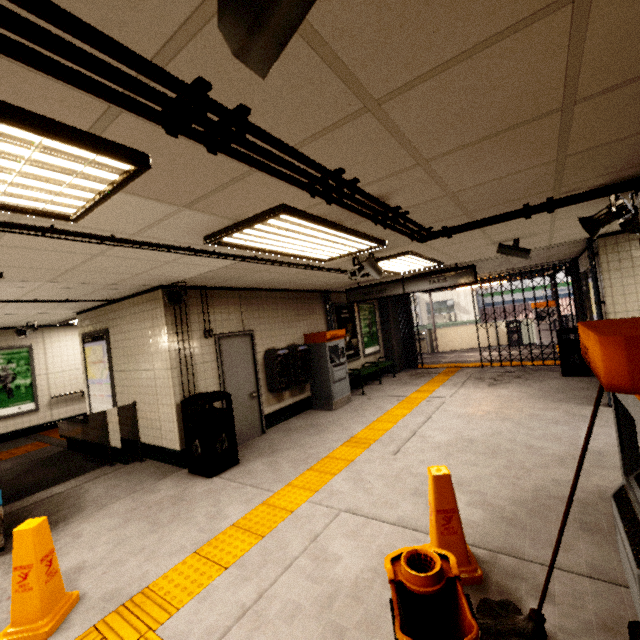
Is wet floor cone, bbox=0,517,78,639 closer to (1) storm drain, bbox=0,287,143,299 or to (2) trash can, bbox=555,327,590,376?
(1) storm drain, bbox=0,287,143,299

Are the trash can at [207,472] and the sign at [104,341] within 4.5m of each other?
yes

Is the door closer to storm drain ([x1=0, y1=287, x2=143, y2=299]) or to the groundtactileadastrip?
storm drain ([x1=0, y1=287, x2=143, y2=299])

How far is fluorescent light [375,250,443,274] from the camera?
5.0 meters

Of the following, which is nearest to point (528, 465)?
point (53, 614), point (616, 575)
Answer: point (616, 575)

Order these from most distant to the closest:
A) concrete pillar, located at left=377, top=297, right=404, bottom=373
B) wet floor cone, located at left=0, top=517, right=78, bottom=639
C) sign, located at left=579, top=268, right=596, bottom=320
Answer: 1. concrete pillar, located at left=377, top=297, right=404, bottom=373
2. sign, located at left=579, top=268, right=596, bottom=320
3. wet floor cone, located at left=0, top=517, right=78, bottom=639

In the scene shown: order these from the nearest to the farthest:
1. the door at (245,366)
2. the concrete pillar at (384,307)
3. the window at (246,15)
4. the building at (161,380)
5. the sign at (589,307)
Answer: the window at (246,15) → the building at (161,380) → the door at (245,366) → the sign at (589,307) → the concrete pillar at (384,307)

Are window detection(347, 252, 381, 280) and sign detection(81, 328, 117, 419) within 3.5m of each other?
no
